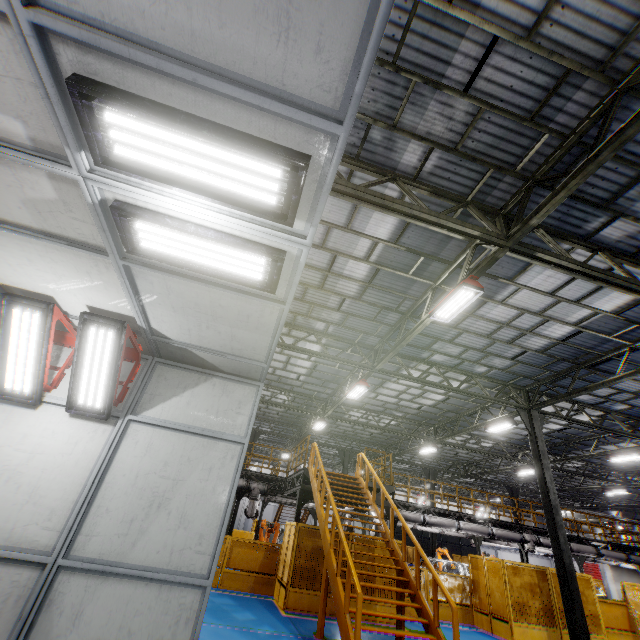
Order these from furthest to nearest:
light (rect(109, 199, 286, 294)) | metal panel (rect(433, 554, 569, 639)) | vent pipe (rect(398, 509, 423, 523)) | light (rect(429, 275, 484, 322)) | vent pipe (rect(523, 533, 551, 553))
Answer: vent pipe (rect(523, 533, 551, 553)) < vent pipe (rect(398, 509, 423, 523)) < metal panel (rect(433, 554, 569, 639)) < light (rect(429, 275, 484, 322)) < light (rect(109, 199, 286, 294))

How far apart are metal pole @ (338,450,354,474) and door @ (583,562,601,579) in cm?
3395

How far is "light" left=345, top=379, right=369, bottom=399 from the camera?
14.2 meters

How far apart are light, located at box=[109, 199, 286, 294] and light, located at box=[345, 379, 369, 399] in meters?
11.2

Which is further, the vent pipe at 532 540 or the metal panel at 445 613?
the vent pipe at 532 540

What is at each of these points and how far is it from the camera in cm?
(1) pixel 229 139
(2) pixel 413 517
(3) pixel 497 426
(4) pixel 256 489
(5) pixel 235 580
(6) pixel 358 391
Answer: (1) light, 216
(2) vent pipe, 1661
(3) light, 1573
(4) vent pipe, 1538
(5) metal panel, 1125
(6) light, 1477

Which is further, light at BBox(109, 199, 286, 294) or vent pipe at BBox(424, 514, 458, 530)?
vent pipe at BBox(424, 514, 458, 530)

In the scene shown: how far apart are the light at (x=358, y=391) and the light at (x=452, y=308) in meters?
5.7
